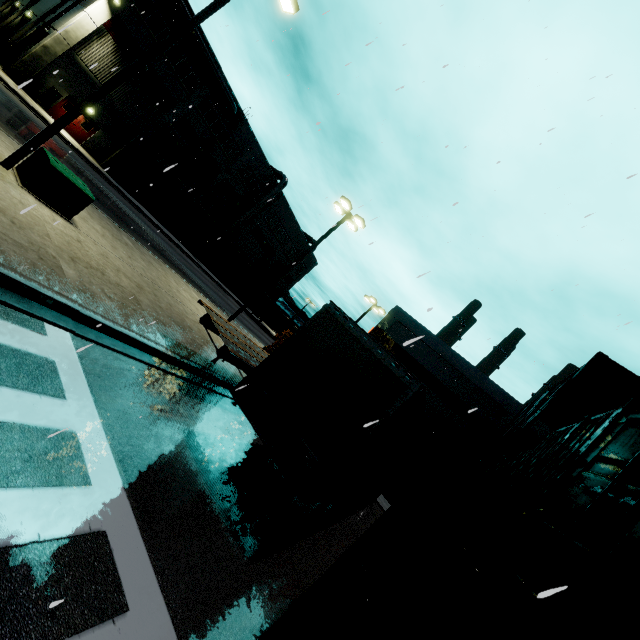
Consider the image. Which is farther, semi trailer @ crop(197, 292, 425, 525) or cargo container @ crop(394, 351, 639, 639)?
semi trailer @ crop(197, 292, 425, 525)

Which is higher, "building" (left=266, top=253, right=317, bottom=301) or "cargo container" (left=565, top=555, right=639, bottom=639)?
"building" (left=266, top=253, right=317, bottom=301)

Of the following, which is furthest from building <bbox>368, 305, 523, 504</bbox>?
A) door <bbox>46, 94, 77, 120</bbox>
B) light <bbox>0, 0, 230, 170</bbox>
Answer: light <bbox>0, 0, 230, 170</bbox>

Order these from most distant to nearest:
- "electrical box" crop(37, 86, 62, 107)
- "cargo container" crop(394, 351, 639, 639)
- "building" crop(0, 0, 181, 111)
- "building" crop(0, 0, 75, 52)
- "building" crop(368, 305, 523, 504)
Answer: "building" crop(0, 0, 75, 52), "electrical box" crop(37, 86, 62, 107), "building" crop(0, 0, 181, 111), "building" crop(368, 305, 523, 504), "cargo container" crop(394, 351, 639, 639)

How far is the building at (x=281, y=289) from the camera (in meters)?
56.72

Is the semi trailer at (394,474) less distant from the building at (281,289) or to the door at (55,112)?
the building at (281,289)

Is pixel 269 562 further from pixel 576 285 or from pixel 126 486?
pixel 576 285
